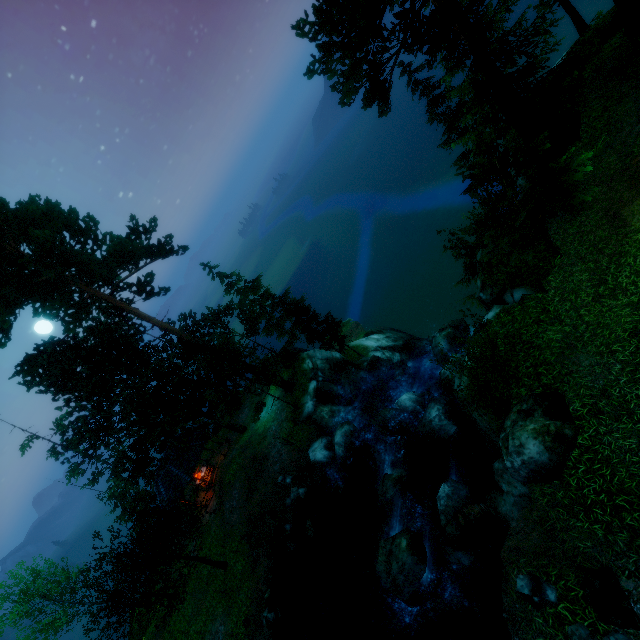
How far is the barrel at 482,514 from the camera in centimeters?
1134cm

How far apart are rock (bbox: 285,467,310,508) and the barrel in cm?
983

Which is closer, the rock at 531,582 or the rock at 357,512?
the rock at 531,582

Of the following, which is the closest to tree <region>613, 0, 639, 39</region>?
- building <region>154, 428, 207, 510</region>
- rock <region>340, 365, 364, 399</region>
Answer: building <region>154, 428, 207, 510</region>

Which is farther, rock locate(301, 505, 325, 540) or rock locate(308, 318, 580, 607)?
rock locate(301, 505, 325, 540)

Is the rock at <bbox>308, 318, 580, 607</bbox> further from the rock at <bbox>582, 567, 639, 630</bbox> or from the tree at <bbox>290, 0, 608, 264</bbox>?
the tree at <bbox>290, 0, 608, 264</bbox>

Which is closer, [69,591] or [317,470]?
[317,470]

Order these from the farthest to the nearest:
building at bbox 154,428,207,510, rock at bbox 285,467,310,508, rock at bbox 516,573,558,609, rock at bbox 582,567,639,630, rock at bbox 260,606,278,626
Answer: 1. building at bbox 154,428,207,510
2. rock at bbox 285,467,310,508
3. rock at bbox 260,606,278,626
4. rock at bbox 516,573,558,609
5. rock at bbox 582,567,639,630
